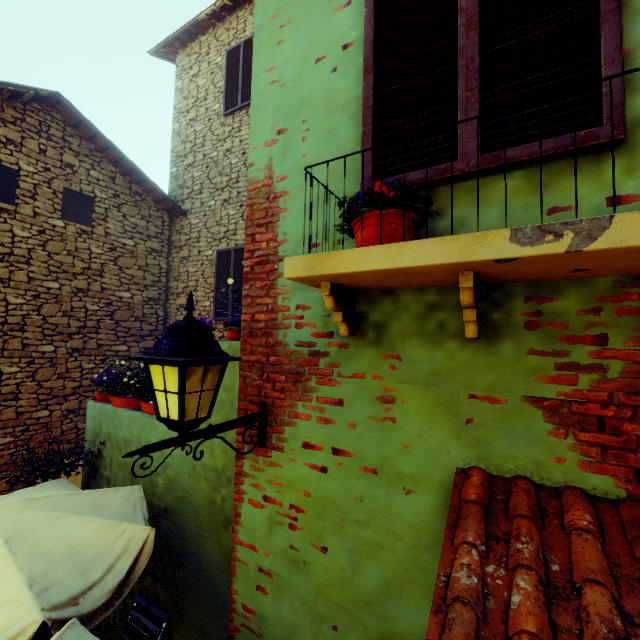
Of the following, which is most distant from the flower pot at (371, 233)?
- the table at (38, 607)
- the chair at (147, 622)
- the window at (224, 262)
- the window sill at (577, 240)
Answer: the window at (224, 262)

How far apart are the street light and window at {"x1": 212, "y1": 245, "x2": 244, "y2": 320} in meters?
5.0

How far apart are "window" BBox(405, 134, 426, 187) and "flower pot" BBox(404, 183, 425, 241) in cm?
21

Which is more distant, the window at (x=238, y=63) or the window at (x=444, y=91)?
the window at (x=238, y=63)

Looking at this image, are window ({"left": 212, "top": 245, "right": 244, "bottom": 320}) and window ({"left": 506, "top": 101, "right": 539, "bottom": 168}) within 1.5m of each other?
no

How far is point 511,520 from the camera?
1.2m

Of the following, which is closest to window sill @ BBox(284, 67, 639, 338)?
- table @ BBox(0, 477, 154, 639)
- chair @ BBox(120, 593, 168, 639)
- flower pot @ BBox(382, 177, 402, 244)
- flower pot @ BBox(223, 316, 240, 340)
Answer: flower pot @ BBox(382, 177, 402, 244)

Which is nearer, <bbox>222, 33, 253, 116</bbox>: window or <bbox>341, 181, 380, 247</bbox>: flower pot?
<bbox>341, 181, 380, 247</bbox>: flower pot
